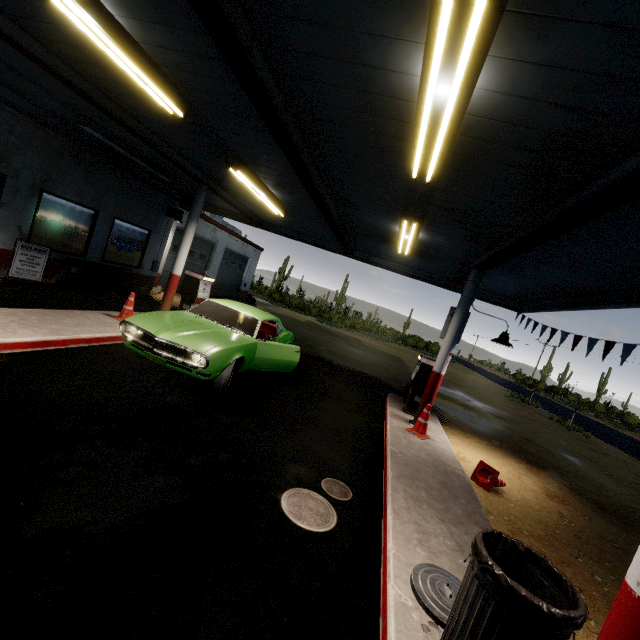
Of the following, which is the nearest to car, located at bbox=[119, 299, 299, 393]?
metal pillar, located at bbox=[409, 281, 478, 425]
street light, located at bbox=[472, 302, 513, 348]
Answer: metal pillar, located at bbox=[409, 281, 478, 425]

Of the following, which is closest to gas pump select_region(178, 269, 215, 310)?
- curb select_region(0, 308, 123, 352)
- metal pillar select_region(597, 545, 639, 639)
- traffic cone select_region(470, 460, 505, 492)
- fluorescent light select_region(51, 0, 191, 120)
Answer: curb select_region(0, 308, 123, 352)

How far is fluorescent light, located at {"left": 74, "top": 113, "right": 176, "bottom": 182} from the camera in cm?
698

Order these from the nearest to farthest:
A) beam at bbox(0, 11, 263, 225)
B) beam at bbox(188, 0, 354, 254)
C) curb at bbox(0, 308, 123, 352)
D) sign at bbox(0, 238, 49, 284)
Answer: beam at bbox(188, 0, 354, 254)
beam at bbox(0, 11, 263, 225)
curb at bbox(0, 308, 123, 352)
sign at bbox(0, 238, 49, 284)

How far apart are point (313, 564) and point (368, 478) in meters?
2.0

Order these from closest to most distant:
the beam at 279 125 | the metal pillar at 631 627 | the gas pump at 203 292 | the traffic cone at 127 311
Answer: the metal pillar at 631 627, the beam at 279 125, the traffic cone at 127 311, the gas pump at 203 292

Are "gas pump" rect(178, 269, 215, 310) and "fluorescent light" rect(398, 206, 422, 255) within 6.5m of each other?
yes

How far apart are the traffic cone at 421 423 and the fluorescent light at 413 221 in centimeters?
355cm
